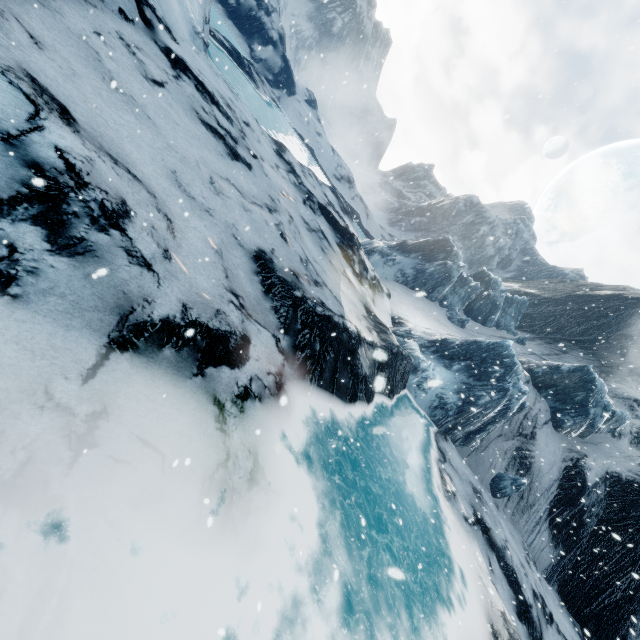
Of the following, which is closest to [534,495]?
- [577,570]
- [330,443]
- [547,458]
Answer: [547,458]
